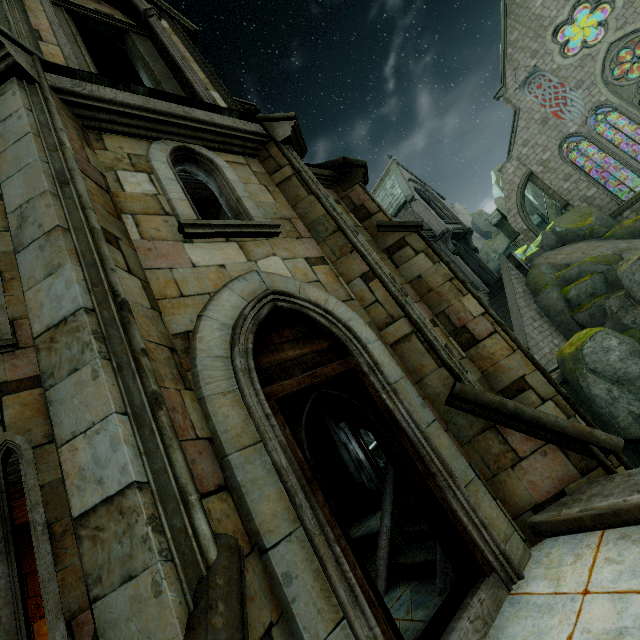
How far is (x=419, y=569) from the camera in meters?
4.2

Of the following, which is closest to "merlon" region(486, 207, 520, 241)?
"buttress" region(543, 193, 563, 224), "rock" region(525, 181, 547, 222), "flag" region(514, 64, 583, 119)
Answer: "rock" region(525, 181, 547, 222)

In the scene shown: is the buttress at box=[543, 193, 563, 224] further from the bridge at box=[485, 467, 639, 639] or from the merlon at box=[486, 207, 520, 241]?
the bridge at box=[485, 467, 639, 639]

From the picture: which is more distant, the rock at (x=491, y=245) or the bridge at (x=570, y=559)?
the rock at (x=491, y=245)

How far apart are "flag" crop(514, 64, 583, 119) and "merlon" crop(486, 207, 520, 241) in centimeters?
728cm

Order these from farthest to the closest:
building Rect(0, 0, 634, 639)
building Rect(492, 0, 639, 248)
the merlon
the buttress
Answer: the buttress → the merlon → building Rect(492, 0, 639, 248) → building Rect(0, 0, 634, 639)

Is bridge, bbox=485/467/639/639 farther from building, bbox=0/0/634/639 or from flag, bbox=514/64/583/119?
flag, bbox=514/64/583/119

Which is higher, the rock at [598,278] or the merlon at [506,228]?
the merlon at [506,228]
